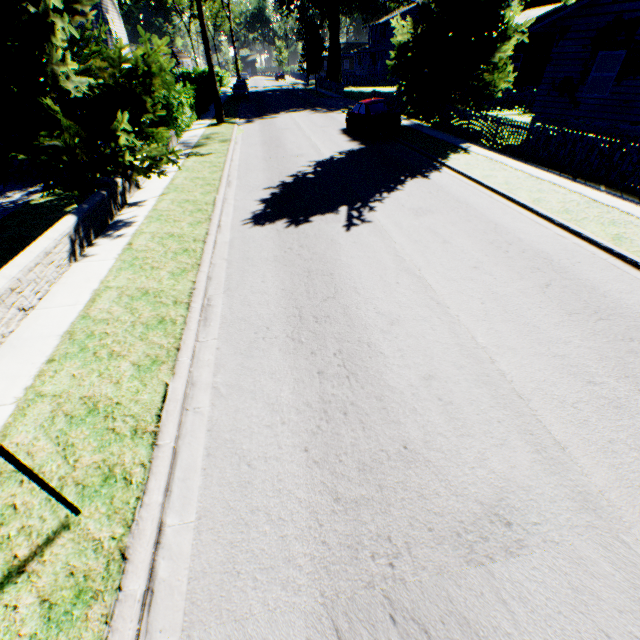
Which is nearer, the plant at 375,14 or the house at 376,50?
the plant at 375,14

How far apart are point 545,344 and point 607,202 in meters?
7.5 m

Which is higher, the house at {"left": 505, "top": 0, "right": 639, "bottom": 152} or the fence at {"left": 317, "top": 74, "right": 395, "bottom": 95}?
the house at {"left": 505, "top": 0, "right": 639, "bottom": 152}

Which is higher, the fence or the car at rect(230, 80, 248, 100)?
the car at rect(230, 80, 248, 100)

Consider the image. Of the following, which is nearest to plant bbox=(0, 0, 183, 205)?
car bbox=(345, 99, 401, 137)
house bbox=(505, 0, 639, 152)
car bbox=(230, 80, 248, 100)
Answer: house bbox=(505, 0, 639, 152)

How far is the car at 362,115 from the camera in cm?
1730

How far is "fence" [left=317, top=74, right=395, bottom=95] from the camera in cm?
4179

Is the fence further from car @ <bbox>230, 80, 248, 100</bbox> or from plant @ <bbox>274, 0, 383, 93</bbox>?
car @ <bbox>230, 80, 248, 100</bbox>
